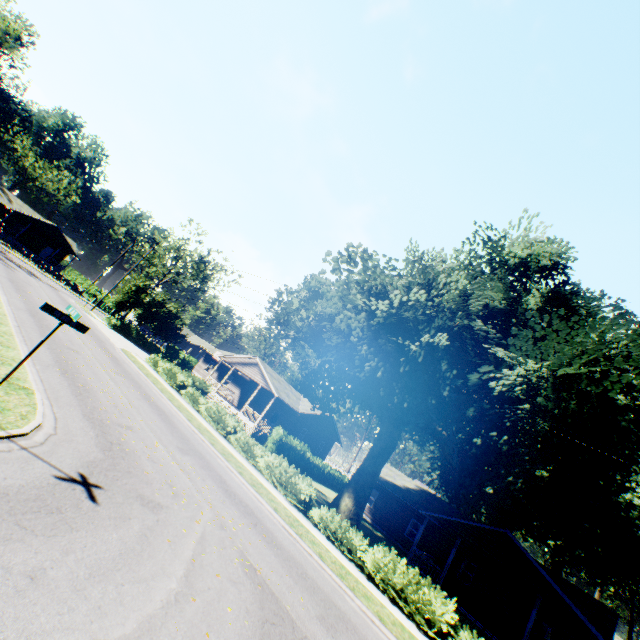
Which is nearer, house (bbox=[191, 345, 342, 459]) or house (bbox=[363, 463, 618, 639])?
house (bbox=[363, 463, 618, 639])

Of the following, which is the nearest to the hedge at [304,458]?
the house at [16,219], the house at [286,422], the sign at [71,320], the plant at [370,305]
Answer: the plant at [370,305]

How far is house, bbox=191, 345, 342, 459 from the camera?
32.3m

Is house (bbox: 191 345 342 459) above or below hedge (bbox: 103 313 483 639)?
above

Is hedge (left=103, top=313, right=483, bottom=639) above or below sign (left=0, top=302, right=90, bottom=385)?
below

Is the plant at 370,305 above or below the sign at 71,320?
above

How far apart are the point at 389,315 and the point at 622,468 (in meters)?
11.08

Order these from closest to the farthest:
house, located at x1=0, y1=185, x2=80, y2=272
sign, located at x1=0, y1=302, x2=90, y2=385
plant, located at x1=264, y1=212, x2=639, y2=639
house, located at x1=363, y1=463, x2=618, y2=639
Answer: sign, located at x1=0, y1=302, x2=90, y2=385 < plant, located at x1=264, y1=212, x2=639, y2=639 < house, located at x1=363, y1=463, x2=618, y2=639 < house, located at x1=0, y1=185, x2=80, y2=272
